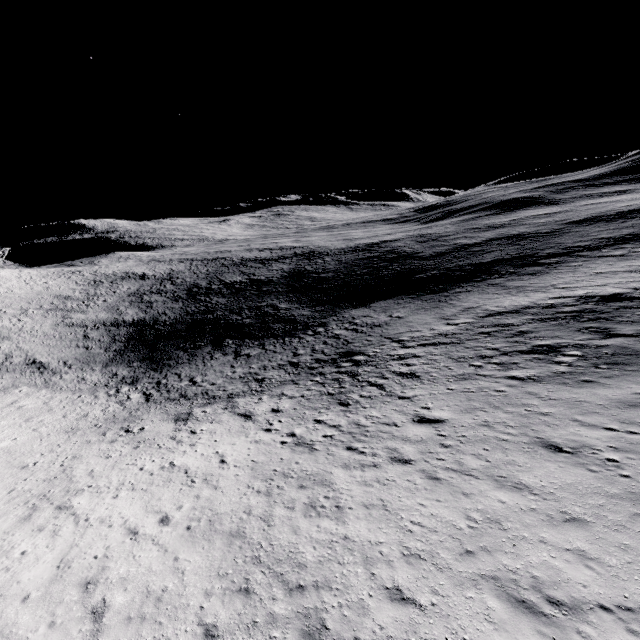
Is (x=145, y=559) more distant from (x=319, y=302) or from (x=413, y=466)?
(x=319, y=302)
